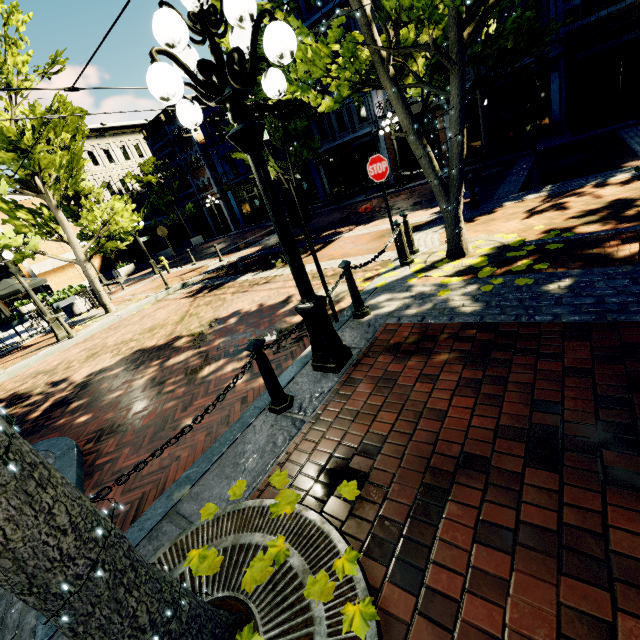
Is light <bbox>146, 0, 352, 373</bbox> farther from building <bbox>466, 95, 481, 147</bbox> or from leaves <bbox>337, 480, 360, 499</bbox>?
building <bbox>466, 95, 481, 147</bbox>

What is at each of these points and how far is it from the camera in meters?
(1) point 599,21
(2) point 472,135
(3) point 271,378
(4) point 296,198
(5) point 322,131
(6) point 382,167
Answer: (1) building, 14.0 m
(2) building, 18.3 m
(3) post, 3.3 m
(4) sign, 4.2 m
(5) building, 23.0 m
(6) sign, 5.7 m

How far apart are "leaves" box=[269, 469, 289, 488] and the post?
0.76m

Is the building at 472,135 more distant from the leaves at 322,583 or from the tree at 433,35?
the leaves at 322,583

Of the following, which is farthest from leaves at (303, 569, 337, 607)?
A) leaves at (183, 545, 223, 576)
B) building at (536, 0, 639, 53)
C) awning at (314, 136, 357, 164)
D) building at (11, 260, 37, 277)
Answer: awning at (314, 136, 357, 164)

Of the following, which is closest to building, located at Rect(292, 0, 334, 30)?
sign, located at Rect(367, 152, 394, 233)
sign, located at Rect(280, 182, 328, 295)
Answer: sign, located at Rect(367, 152, 394, 233)

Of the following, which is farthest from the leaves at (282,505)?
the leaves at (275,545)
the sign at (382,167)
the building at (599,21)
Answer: the sign at (382,167)

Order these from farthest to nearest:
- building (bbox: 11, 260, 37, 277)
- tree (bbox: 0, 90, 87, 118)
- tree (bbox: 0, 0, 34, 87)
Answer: building (bbox: 11, 260, 37, 277)
tree (bbox: 0, 90, 87, 118)
tree (bbox: 0, 0, 34, 87)
